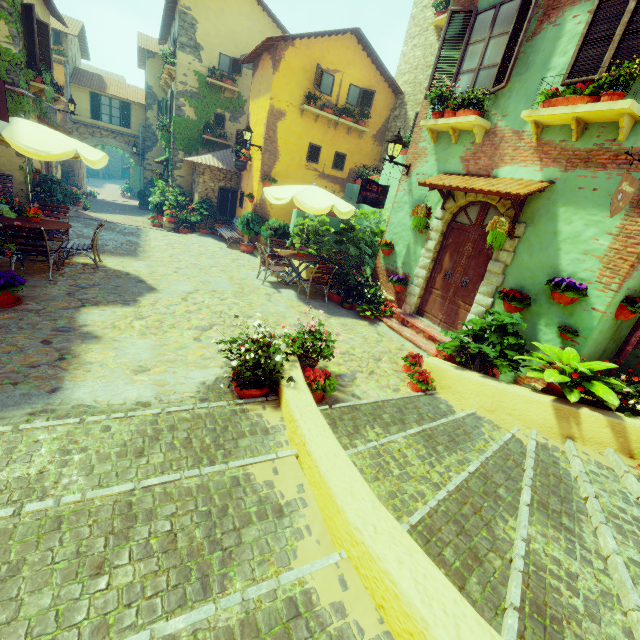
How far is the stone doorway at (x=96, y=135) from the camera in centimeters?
2045cm

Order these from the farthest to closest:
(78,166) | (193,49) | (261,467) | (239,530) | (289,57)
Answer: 1. (78,166)
2. (193,49)
3. (289,57)
4. (261,467)
5. (239,530)

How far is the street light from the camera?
7.64m

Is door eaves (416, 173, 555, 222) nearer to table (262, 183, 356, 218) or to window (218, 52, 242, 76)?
window (218, 52, 242, 76)

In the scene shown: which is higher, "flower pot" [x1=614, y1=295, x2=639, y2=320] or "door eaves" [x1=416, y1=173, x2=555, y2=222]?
"door eaves" [x1=416, y1=173, x2=555, y2=222]

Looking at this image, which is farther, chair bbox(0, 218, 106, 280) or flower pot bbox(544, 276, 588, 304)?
chair bbox(0, 218, 106, 280)

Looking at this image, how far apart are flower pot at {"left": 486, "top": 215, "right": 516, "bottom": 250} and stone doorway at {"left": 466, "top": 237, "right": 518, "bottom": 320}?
0.2m

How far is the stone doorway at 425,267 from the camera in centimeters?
616cm
